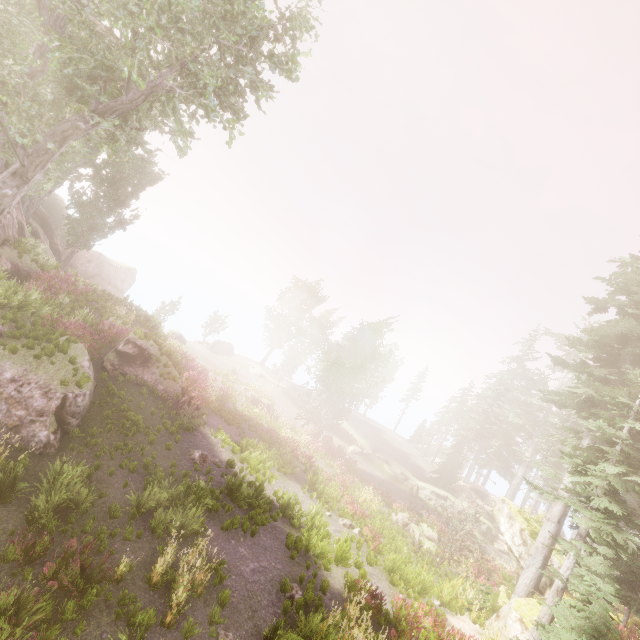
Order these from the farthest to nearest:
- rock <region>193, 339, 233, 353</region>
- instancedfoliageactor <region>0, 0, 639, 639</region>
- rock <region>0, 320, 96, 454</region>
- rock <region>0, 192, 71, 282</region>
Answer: rock <region>193, 339, 233, 353</region> < rock <region>0, 192, 71, 282</region> < instancedfoliageactor <region>0, 0, 639, 639</region> < rock <region>0, 320, 96, 454</region>

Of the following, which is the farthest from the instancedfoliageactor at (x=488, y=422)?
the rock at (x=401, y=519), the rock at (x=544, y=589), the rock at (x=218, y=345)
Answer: the rock at (x=401, y=519)

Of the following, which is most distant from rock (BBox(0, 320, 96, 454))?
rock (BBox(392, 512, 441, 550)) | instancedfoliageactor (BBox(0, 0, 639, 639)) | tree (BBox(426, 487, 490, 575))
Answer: tree (BBox(426, 487, 490, 575))

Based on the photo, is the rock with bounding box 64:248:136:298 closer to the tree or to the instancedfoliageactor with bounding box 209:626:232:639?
the instancedfoliageactor with bounding box 209:626:232:639

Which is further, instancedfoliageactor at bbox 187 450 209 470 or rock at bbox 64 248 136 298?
rock at bbox 64 248 136 298

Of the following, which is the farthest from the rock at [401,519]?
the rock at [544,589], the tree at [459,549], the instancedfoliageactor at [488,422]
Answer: the rock at [544,589]

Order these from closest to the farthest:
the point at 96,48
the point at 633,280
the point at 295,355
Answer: the point at 96,48
the point at 633,280
the point at 295,355

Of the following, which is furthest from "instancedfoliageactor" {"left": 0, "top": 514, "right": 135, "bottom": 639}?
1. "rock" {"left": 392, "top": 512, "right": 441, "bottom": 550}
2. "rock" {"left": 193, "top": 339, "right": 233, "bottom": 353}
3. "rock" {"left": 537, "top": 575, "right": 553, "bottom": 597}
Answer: "rock" {"left": 392, "top": 512, "right": 441, "bottom": 550}
